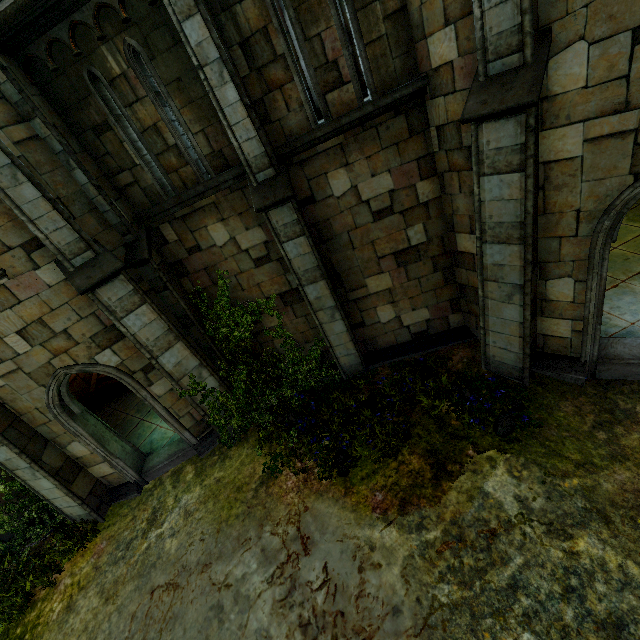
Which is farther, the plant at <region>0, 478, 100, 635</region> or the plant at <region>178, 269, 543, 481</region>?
the plant at <region>0, 478, 100, 635</region>

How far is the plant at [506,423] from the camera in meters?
6.9 m

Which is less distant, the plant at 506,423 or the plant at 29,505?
the plant at 506,423

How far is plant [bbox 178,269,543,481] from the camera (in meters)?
6.86

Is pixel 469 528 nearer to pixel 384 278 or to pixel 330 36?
pixel 384 278
